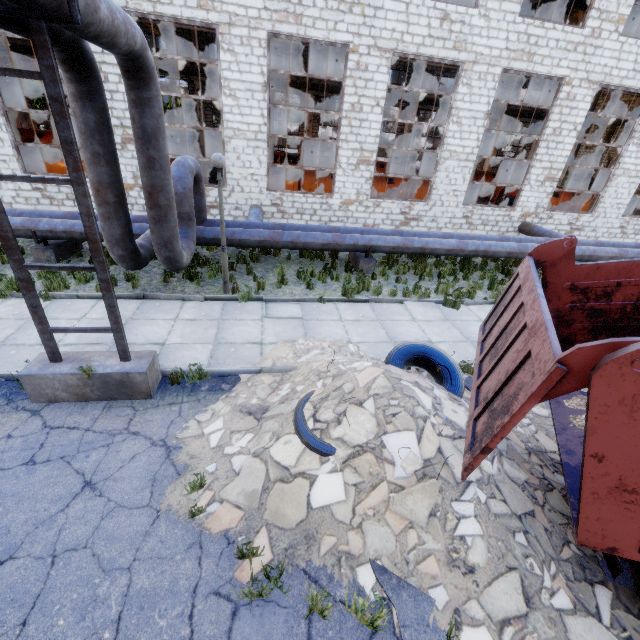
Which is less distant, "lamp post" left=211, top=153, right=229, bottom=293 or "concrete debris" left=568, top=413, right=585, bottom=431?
"concrete debris" left=568, top=413, right=585, bottom=431

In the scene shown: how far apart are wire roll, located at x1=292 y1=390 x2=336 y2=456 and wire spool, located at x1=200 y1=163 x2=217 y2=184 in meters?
17.3 m

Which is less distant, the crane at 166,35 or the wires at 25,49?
the crane at 166,35

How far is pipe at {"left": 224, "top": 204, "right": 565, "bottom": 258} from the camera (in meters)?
10.08

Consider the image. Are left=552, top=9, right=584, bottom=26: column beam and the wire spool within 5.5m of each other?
no

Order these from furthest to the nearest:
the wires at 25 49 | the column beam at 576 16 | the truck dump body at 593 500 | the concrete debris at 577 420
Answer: the wires at 25 49
the column beam at 576 16
the concrete debris at 577 420
the truck dump body at 593 500

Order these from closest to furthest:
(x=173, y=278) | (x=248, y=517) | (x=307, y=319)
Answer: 1. (x=248, y=517)
2. (x=307, y=319)
3. (x=173, y=278)

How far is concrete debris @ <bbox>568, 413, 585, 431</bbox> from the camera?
3.5 meters
